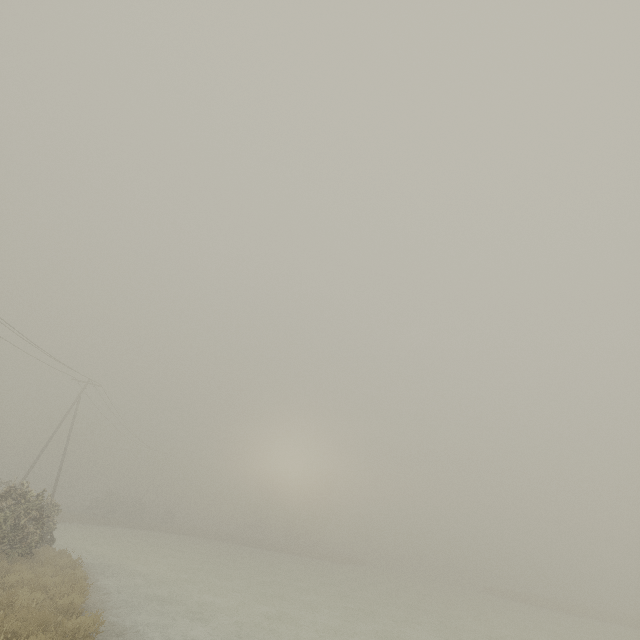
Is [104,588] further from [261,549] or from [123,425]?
[261,549]
